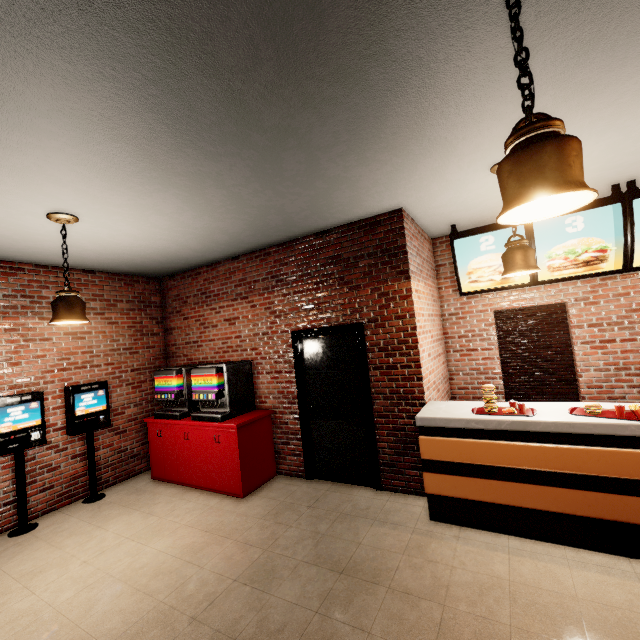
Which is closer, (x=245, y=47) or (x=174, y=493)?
(x=245, y=47)
